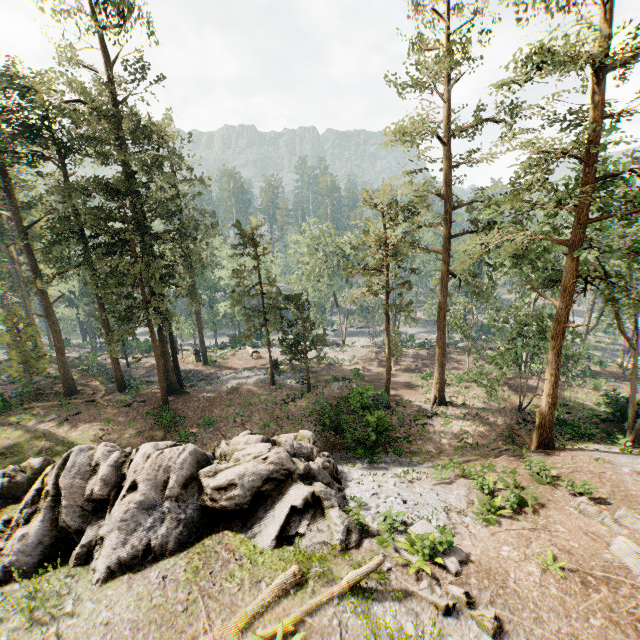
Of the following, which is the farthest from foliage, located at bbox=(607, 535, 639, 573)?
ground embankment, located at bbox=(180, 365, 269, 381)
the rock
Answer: the rock

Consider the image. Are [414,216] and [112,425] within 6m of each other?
no

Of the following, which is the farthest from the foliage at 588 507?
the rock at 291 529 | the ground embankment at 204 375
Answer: the rock at 291 529

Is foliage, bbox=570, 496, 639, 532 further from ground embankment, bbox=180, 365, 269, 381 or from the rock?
the rock

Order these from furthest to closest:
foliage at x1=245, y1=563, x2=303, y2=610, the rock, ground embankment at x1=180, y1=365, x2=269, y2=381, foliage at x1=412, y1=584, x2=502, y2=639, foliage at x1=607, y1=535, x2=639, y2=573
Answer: ground embankment at x1=180, y1=365, x2=269, y2=381 → the rock → foliage at x1=607, y1=535, x2=639, y2=573 → foliage at x1=245, y1=563, x2=303, y2=610 → foliage at x1=412, y1=584, x2=502, y2=639

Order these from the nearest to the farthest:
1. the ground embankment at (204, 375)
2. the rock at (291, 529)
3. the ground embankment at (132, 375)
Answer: the rock at (291, 529) → the ground embankment at (204, 375) → the ground embankment at (132, 375)
